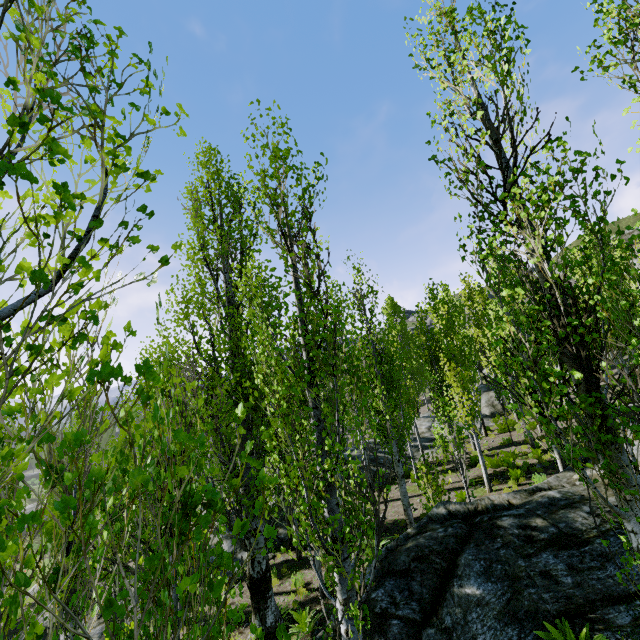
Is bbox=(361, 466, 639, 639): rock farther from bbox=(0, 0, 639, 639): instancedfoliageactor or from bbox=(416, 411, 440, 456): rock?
bbox=(416, 411, 440, 456): rock

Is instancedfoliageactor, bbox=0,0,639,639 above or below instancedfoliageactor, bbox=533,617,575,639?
above

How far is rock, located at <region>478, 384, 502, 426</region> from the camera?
27.92m

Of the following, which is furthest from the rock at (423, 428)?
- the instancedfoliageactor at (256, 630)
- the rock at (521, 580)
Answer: the rock at (521, 580)

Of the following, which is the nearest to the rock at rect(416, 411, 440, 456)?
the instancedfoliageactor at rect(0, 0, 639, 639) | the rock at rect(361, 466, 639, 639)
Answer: the instancedfoliageactor at rect(0, 0, 639, 639)

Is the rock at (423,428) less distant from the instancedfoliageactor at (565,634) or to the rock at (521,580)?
the instancedfoliageactor at (565,634)

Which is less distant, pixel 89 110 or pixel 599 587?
pixel 89 110
